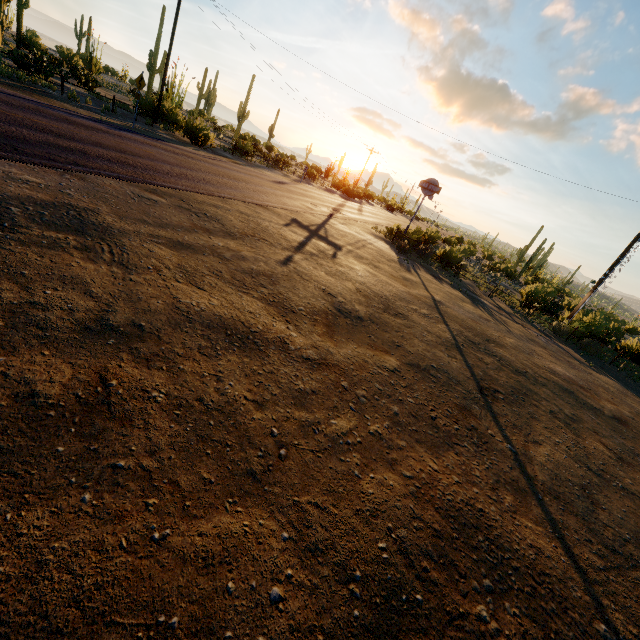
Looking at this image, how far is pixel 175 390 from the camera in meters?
3.4 m

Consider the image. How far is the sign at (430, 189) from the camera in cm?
2188

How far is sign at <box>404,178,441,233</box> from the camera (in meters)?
21.88
